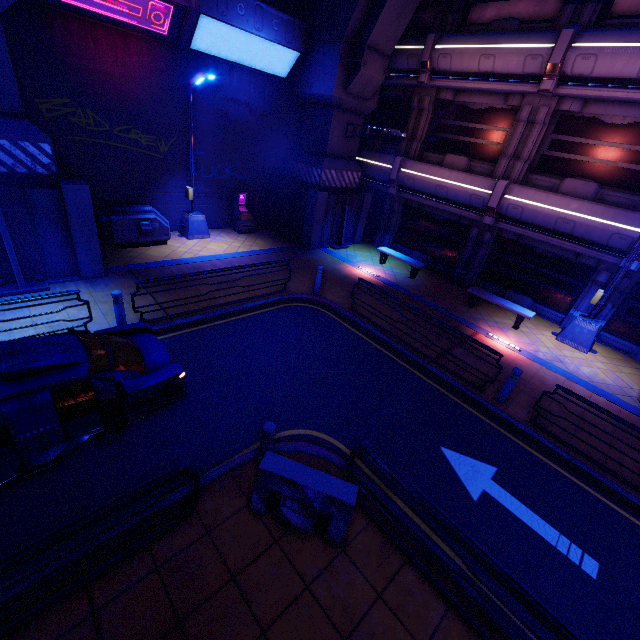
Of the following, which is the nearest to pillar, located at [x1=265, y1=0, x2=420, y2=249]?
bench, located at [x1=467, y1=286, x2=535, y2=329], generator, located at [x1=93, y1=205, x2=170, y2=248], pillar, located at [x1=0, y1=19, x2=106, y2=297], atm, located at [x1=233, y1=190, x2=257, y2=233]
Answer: atm, located at [x1=233, y1=190, x2=257, y2=233]

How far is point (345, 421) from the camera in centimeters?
711cm

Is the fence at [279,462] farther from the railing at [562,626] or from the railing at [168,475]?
the railing at [168,475]

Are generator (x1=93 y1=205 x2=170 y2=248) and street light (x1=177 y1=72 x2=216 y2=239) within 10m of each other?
yes

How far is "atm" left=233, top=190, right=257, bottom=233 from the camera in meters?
15.6

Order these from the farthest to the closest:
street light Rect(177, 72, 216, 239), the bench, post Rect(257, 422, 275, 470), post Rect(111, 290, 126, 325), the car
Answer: the bench < street light Rect(177, 72, 216, 239) < post Rect(111, 290, 126, 325) < post Rect(257, 422, 275, 470) < the car

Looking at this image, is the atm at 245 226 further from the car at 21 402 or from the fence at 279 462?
the fence at 279 462

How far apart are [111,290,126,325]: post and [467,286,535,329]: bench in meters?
12.1
